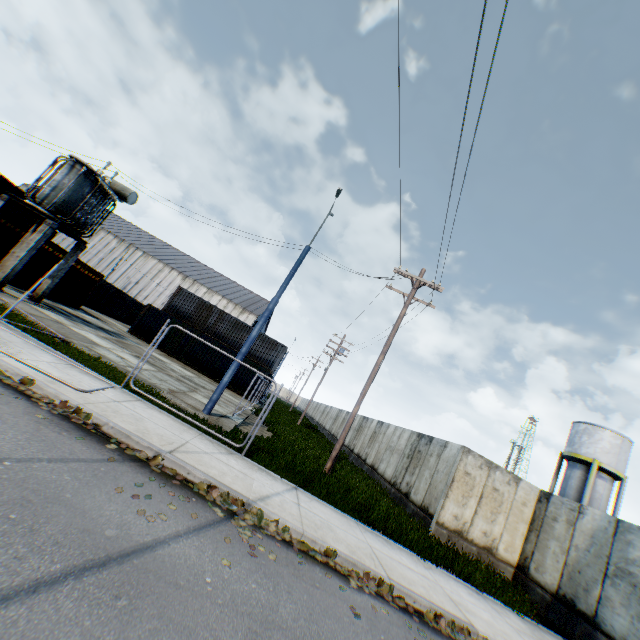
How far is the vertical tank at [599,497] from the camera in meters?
25.7 m

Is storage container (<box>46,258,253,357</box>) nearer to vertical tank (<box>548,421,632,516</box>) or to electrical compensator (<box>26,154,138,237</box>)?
electrical compensator (<box>26,154,138,237</box>)

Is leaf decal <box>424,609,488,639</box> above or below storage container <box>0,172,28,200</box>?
below

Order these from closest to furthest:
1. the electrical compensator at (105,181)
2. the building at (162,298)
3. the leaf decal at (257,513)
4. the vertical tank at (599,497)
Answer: the leaf decal at (257,513) → the electrical compensator at (105,181) → the vertical tank at (599,497) → the building at (162,298)

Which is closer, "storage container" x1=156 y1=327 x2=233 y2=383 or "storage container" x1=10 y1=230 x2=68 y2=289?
"storage container" x1=10 y1=230 x2=68 y2=289

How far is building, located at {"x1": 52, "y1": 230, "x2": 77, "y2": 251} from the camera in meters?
54.0 m

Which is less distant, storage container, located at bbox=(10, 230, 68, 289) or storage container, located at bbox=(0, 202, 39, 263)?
storage container, located at bbox=(0, 202, 39, 263)

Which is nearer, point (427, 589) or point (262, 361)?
point (427, 589)
